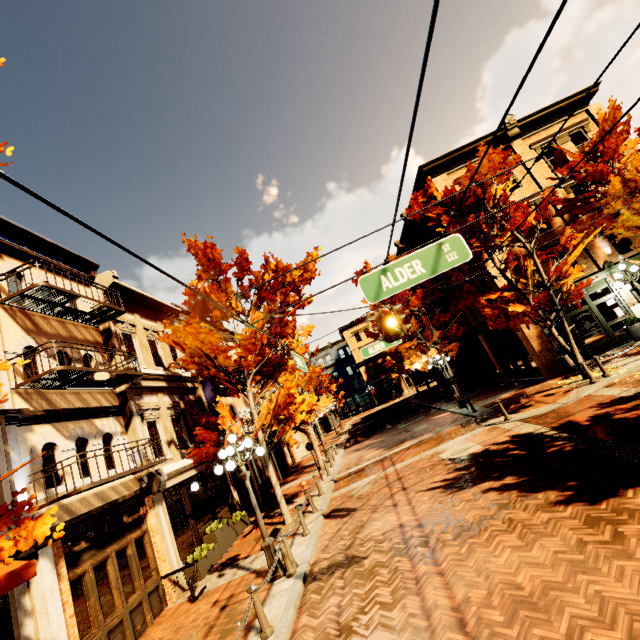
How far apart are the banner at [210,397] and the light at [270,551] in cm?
696

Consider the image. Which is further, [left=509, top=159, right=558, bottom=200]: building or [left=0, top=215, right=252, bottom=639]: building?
[left=509, top=159, right=558, bottom=200]: building

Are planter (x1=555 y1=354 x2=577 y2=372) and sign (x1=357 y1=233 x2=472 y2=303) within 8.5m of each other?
no

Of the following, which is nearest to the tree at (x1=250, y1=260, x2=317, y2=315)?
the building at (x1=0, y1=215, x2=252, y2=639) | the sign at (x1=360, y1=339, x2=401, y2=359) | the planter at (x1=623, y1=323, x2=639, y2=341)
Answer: the building at (x1=0, y1=215, x2=252, y2=639)

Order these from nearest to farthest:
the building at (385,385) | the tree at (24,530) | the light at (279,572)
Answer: the tree at (24,530)
the light at (279,572)
the building at (385,385)

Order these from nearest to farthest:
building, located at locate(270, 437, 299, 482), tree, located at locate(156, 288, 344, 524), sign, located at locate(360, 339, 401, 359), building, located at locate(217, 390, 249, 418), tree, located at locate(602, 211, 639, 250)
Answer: tree, located at locate(156, 288, 344, 524), sign, located at locate(360, 339, 401, 359), tree, located at locate(602, 211, 639, 250), building, located at locate(217, 390, 249, 418), building, located at locate(270, 437, 299, 482)

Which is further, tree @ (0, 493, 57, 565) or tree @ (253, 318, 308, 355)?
tree @ (253, 318, 308, 355)

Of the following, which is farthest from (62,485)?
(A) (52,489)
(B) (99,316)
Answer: (B) (99,316)
